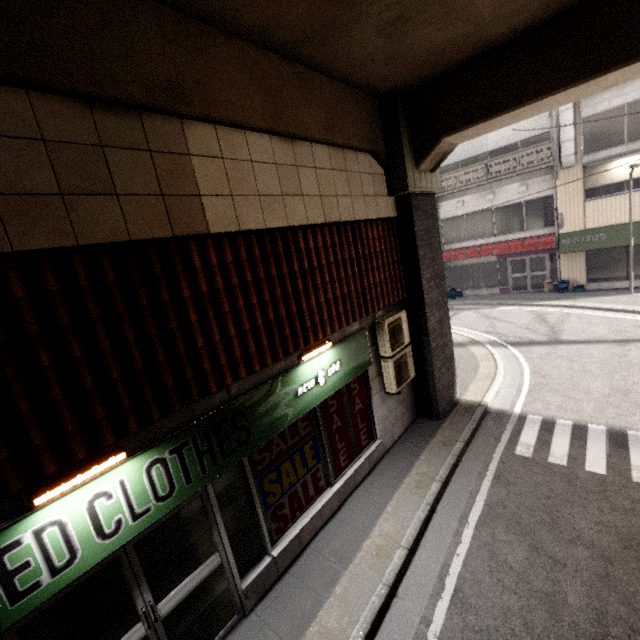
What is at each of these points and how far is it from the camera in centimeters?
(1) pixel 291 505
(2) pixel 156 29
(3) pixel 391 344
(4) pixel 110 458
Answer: (1) sign, 496cm
(2) concrete pillar, 307cm
(3) air conditioner, 644cm
(4) fluorescent light, 289cm

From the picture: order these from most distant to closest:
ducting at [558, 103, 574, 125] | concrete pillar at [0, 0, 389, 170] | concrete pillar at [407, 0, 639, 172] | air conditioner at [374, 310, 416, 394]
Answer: ducting at [558, 103, 574, 125] < air conditioner at [374, 310, 416, 394] < concrete pillar at [407, 0, 639, 172] < concrete pillar at [0, 0, 389, 170]

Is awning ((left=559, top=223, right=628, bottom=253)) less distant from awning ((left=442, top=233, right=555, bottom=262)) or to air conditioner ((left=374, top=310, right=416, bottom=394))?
awning ((left=442, top=233, right=555, bottom=262))

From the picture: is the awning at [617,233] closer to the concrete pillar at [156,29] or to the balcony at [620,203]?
the balcony at [620,203]

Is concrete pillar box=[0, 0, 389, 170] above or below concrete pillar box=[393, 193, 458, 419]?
above

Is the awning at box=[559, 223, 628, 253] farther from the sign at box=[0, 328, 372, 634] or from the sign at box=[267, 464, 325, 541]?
the sign at box=[267, 464, 325, 541]

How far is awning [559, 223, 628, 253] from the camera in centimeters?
1457cm

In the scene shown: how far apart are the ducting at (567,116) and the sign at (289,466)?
17.69m
